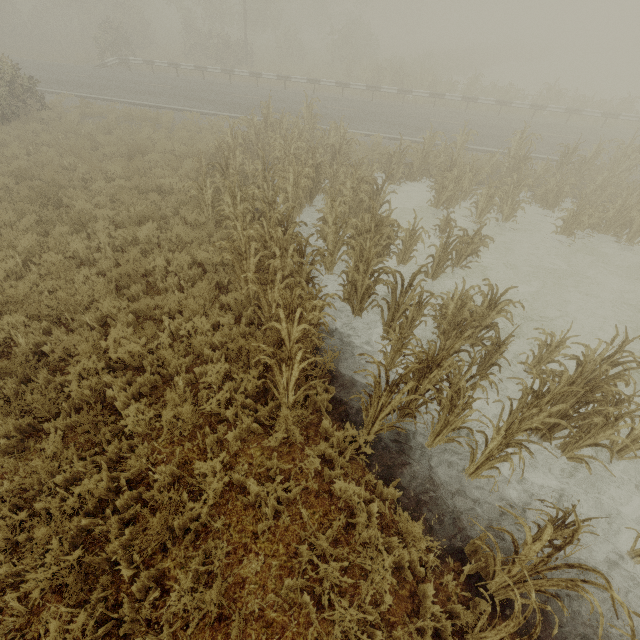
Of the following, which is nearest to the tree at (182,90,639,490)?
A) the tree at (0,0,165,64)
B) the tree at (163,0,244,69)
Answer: the tree at (163,0,244,69)

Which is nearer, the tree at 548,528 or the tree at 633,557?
the tree at 548,528

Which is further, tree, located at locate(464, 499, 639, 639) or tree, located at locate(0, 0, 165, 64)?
tree, located at locate(0, 0, 165, 64)

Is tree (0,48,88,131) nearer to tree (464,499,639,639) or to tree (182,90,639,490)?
tree (182,90,639,490)

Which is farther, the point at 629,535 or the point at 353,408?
the point at 353,408

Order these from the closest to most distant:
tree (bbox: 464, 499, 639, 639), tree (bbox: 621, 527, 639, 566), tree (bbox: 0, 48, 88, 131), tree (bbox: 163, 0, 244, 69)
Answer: tree (bbox: 464, 499, 639, 639)
tree (bbox: 621, 527, 639, 566)
tree (bbox: 0, 48, 88, 131)
tree (bbox: 163, 0, 244, 69)

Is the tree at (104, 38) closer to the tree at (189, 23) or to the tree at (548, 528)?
the tree at (189, 23)

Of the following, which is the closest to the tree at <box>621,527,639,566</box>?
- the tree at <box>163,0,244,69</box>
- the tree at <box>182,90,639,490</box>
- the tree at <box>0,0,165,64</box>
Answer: the tree at <box>182,90,639,490</box>
